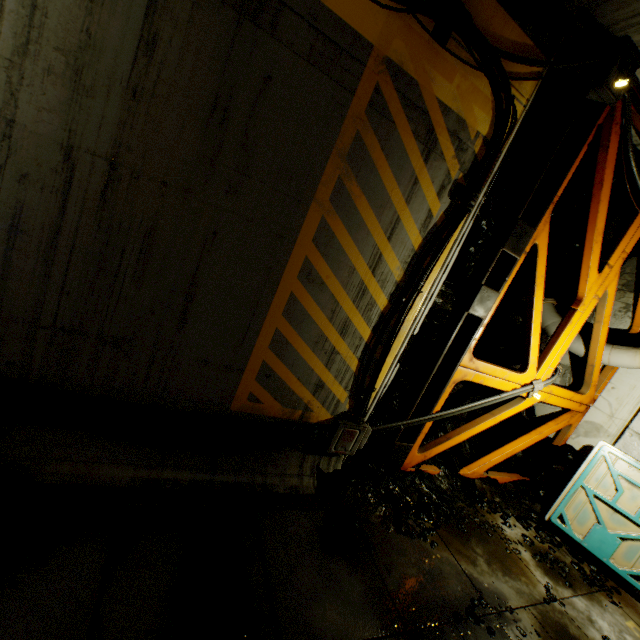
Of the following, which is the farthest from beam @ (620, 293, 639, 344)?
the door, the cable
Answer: the door

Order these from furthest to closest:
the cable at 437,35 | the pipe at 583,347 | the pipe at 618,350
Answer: the pipe at 583,347, the pipe at 618,350, the cable at 437,35

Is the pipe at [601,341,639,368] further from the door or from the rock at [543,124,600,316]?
the door

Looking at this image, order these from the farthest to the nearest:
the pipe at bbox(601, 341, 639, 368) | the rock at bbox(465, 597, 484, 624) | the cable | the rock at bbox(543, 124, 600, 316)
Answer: the pipe at bbox(601, 341, 639, 368)
the rock at bbox(543, 124, 600, 316)
the rock at bbox(465, 597, 484, 624)
the cable

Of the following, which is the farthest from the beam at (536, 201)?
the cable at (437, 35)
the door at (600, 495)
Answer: the door at (600, 495)

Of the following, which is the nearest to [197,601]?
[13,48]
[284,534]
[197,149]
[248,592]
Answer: [248,592]
